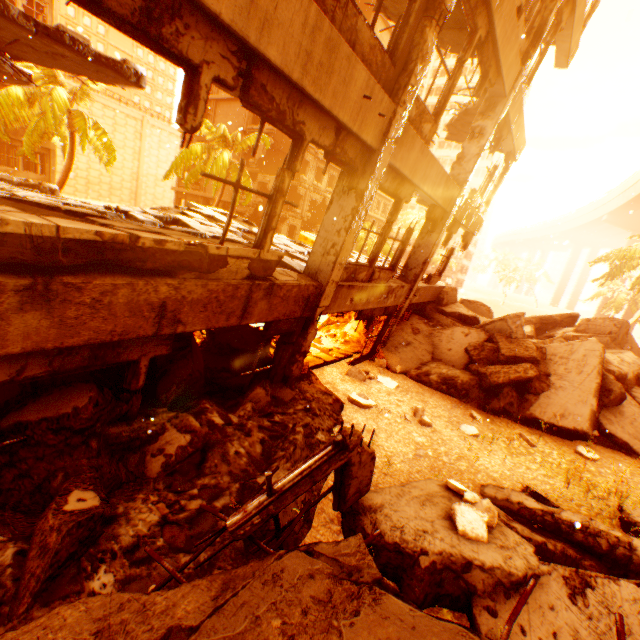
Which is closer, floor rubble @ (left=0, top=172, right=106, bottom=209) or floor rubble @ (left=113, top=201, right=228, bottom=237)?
floor rubble @ (left=0, top=172, right=106, bottom=209)

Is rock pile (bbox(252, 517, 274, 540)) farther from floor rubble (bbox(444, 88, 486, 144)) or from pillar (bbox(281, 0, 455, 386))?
floor rubble (bbox(444, 88, 486, 144))

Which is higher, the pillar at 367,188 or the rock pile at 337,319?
the pillar at 367,188

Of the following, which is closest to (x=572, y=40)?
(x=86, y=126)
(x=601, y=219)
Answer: (x=86, y=126)

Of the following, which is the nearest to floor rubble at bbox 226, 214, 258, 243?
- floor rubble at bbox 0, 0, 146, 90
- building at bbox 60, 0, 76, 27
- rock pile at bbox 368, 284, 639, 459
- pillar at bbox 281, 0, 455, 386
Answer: pillar at bbox 281, 0, 455, 386

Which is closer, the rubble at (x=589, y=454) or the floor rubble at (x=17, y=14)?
the floor rubble at (x=17, y=14)

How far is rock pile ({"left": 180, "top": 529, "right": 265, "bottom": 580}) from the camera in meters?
3.1 m

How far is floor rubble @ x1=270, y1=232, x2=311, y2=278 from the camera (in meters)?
5.87
